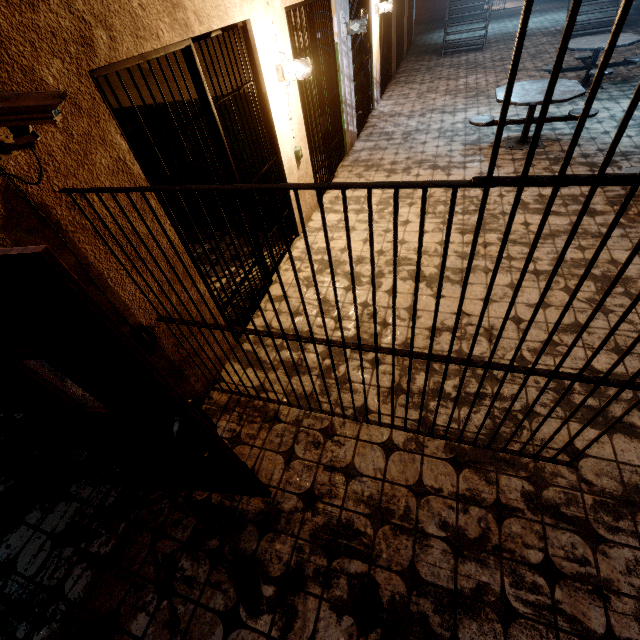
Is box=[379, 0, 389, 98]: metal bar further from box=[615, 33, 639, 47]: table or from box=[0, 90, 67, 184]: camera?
box=[0, 90, 67, 184]: camera

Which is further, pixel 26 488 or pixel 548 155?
pixel 548 155

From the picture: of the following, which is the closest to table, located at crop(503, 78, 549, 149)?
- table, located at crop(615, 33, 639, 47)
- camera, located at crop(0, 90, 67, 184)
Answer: table, located at crop(615, 33, 639, 47)

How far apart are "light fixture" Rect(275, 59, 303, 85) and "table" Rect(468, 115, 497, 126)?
3.5 meters

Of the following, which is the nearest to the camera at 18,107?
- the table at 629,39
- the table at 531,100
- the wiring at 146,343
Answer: the wiring at 146,343

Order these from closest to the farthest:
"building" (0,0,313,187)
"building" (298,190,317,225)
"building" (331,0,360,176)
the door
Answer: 1. the door
2. "building" (0,0,313,187)
3. "building" (298,190,317,225)
4. "building" (331,0,360,176)

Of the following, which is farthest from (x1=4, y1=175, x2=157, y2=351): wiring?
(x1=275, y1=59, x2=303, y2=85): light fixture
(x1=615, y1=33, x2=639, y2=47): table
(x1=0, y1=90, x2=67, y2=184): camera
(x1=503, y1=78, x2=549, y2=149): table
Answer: (x1=615, y1=33, x2=639, y2=47): table

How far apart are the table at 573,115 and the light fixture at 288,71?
3.5 meters
